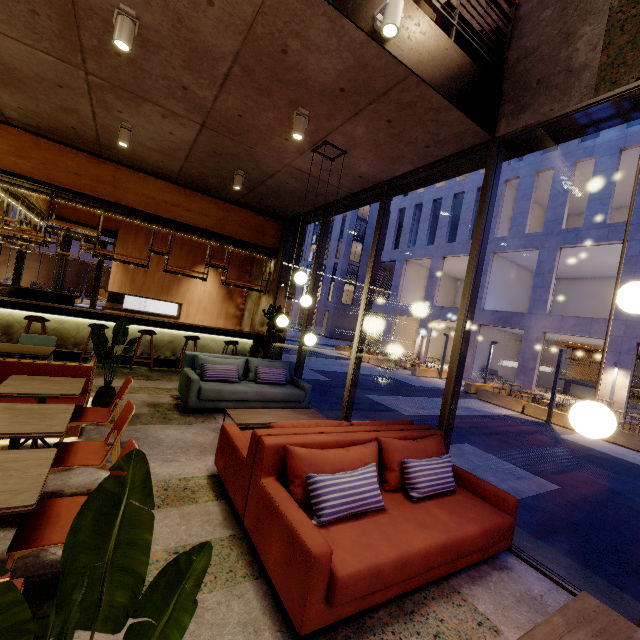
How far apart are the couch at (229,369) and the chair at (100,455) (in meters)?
2.19

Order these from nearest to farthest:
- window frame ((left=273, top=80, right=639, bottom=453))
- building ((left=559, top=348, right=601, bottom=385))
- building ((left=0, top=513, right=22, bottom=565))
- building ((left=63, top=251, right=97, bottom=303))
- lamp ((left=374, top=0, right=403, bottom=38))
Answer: building ((left=0, top=513, right=22, bottom=565)), lamp ((left=374, top=0, right=403, bottom=38)), window frame ((left=273, top=80, right=639, bottom=453)), building ((left=559, top=348, right=601, bottom=385)), building ((left=63, top=251, right=97, bottom=303))

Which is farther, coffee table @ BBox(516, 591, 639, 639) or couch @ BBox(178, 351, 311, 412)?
couch @ BBox(178, 351, 311, 412)

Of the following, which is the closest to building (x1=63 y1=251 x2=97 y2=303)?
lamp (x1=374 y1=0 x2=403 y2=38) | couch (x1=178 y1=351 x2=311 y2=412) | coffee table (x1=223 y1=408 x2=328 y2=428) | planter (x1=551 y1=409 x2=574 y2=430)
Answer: couch (x1=178 y1=351 x2=311 y2=412)

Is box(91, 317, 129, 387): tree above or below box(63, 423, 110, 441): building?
above

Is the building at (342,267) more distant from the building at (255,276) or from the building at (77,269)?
the building at (255,276)

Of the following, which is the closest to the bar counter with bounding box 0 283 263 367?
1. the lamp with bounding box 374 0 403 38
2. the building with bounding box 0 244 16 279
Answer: the lamp with bounding box 374 0 403 38

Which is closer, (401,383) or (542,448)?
(542,448)
